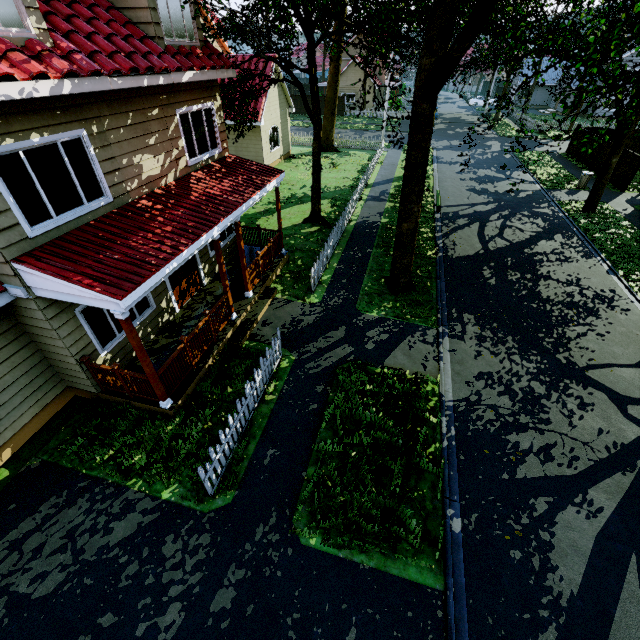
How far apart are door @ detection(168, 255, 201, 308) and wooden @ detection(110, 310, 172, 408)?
3.5 meters

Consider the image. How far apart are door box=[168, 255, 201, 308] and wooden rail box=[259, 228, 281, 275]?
2.0 meters

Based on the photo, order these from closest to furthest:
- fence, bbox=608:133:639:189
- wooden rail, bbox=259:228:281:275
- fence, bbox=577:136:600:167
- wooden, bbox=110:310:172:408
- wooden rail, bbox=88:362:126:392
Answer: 1. wooden, bbox=110:310:172:408
2. wooden rail, bbox=88:362:126:392
3. wooden rail, bbox=259:228:281:275
4. fence, bbox=608:133:639:189
5. fence, bbox=577:136:600:167

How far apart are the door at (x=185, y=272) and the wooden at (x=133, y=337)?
3.50m

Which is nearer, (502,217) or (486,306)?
(486,306)

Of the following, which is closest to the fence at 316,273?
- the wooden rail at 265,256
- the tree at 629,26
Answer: the tree at 629,26

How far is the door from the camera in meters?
9.8 m

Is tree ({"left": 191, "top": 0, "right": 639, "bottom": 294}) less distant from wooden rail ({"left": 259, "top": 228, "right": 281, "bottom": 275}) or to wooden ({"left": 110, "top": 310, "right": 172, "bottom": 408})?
wooden rail ({"left": 259, "top": 228, "right": 281, "bottom": 275})
